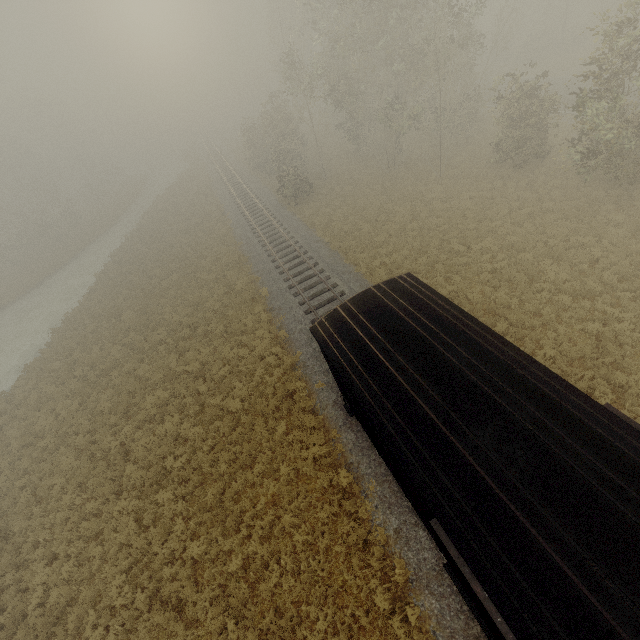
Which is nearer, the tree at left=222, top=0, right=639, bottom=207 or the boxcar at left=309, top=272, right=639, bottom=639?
the boxcar at left=309, top=272, right=639, bottom=639

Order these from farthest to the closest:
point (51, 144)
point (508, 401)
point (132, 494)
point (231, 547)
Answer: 1. point (51, 144)
2. point (132, 494)
3. point (231, 547)
4. point (508, 401)

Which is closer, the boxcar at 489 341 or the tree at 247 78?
the boxcar at 489 341
